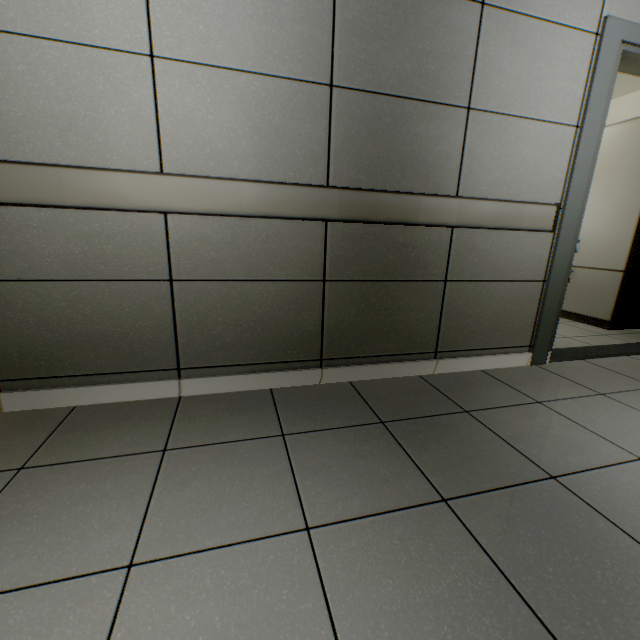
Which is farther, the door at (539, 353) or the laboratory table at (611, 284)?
the laboratory table at (611, 284)

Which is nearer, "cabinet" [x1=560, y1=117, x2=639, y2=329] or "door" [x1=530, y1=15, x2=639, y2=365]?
"door" [x1=530, y1=15, x2=639, y2=365]

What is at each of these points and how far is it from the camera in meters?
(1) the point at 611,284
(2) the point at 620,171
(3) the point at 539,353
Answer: (1) laboratory table, 3.4
(2) cabinet, 3.3
(3) door, 2.4

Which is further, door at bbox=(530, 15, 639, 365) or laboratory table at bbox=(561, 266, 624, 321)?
laboratory table at bbox=(561, 266, 624, 321)

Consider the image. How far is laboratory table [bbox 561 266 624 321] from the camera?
3.4 meters

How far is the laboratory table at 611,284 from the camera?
3.4 meters
